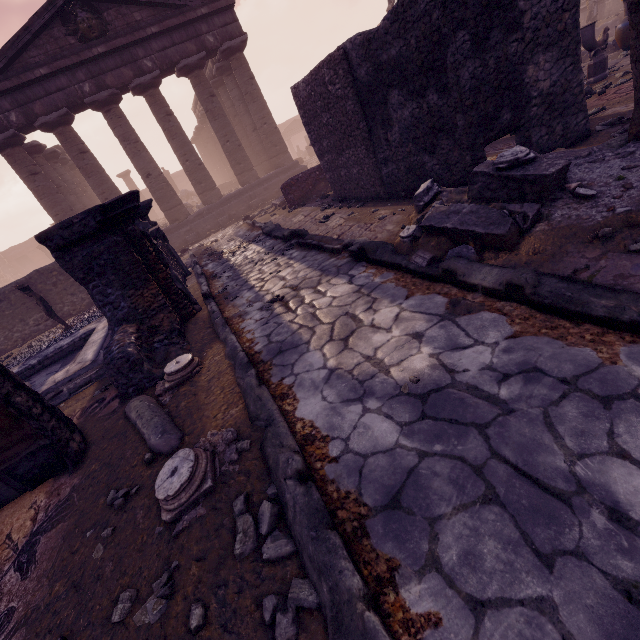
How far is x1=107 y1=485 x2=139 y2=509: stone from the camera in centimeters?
254cm

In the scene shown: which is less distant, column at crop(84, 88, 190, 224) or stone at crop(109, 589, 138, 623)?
stone at crop(109, 589, 138, 623)

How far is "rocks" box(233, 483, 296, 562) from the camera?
1.76m

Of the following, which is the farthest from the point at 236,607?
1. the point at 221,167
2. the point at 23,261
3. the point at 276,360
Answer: the point at 23,261

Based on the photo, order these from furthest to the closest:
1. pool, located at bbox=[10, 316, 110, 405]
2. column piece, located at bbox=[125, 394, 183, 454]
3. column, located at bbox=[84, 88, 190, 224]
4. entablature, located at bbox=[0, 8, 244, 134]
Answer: column, located at bbox=[84, 88, 190, 224] → entablature, located at bbox=[0, 8, 244, 134] → pool, located at bbox=[10, 316, 110, 405] → column piece, located at bbox=[125, 394, 183, 454]

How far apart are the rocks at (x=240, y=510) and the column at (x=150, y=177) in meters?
15.9

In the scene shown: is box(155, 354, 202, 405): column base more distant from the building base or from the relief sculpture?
the relief sculpture

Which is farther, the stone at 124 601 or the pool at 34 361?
the pool at 34 361
